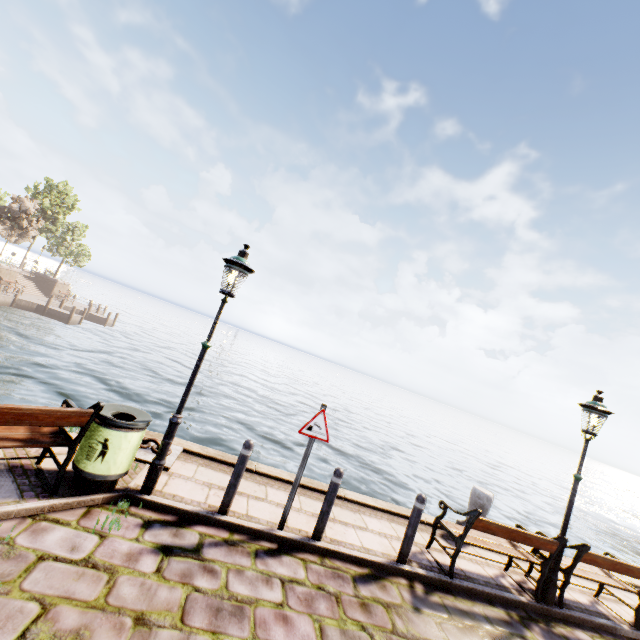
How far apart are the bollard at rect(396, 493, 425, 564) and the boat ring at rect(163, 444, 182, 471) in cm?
405

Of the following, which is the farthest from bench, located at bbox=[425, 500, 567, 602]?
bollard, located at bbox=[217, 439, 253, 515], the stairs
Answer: the stairs

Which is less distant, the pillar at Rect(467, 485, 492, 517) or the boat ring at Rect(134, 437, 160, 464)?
the boat ring at Rect(134, 437, 160, 464)

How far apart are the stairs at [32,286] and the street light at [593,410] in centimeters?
4200cm

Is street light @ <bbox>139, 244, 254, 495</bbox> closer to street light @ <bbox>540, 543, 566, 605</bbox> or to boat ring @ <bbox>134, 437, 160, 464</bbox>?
boat ring @ <bbox>134, 437, 160, 464</bbox>

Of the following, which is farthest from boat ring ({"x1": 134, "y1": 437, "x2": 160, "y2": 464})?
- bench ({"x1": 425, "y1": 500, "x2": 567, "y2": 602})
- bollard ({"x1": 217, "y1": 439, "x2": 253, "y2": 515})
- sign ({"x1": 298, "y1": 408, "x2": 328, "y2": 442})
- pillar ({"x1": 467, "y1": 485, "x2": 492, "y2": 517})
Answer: pillar ({"x1": 467, "y1": 485, "x2": 492, "y2": 517})

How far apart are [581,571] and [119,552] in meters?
7.9

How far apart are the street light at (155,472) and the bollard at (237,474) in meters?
1.0 m
